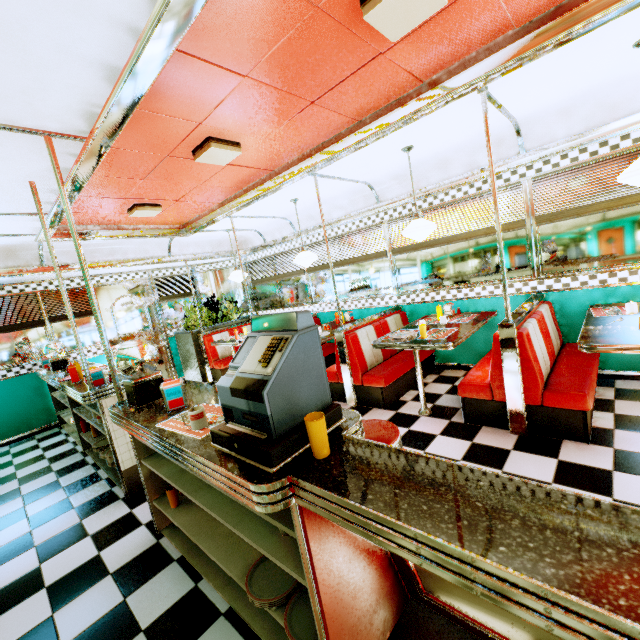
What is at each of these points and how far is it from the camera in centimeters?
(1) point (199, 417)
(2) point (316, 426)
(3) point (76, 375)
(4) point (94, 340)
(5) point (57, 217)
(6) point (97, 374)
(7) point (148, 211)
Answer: (1) coffee cup, 167cm
(2) plastic cup, 117cm
(3) sauce bottle, 371cm
(4) window, 648cm
(5) trim, 361cm
(6) napkin holder, 321cm
(7) ceiling light, 440cm

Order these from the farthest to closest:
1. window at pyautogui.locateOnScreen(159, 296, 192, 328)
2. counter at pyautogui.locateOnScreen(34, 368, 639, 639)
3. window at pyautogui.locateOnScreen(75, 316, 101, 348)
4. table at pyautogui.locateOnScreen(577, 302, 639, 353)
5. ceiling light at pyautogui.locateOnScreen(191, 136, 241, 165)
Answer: window at pyautogui.locateOnScreen(159, 296, 192, 328) → window at pyautogui.locateOnScreen(75, 316, 101, 348) → ceiling light at pyautogui.locateOnScreen(191, 136, 241, 165) → table at pyautogui.locateOnScreen(577, 302, 639, 353) → counter at pyautogui.locateOnScreen(34, 368, 639, 639)

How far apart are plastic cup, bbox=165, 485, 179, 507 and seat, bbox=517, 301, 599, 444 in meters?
3.1

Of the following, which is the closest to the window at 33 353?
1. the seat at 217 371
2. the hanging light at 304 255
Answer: the seat at 217 371

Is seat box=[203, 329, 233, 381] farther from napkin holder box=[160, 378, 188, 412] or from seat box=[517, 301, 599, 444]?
seat box=[517, 301, 599, 444]

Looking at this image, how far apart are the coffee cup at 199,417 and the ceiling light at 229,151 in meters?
2.4

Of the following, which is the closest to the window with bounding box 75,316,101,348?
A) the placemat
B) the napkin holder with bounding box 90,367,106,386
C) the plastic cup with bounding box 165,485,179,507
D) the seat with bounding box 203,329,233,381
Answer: the seat with bounding box 203,329,233,381

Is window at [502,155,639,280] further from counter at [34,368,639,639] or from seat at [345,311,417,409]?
counter at [34,368,639,639]
